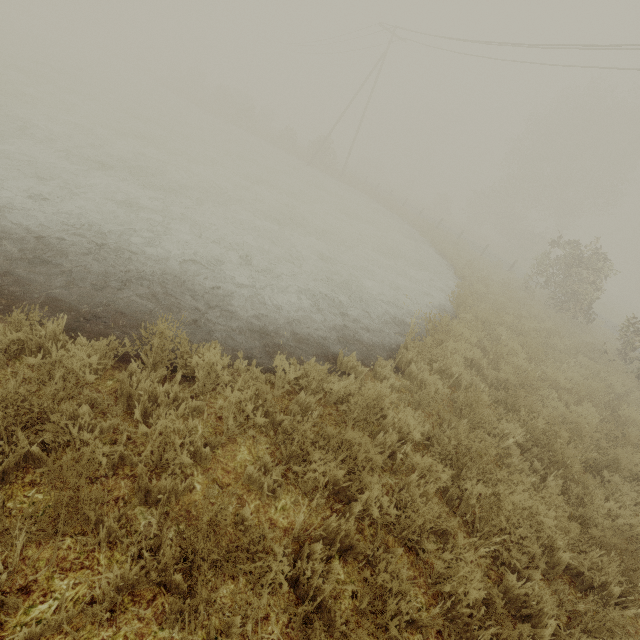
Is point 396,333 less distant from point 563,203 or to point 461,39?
point 461,39
